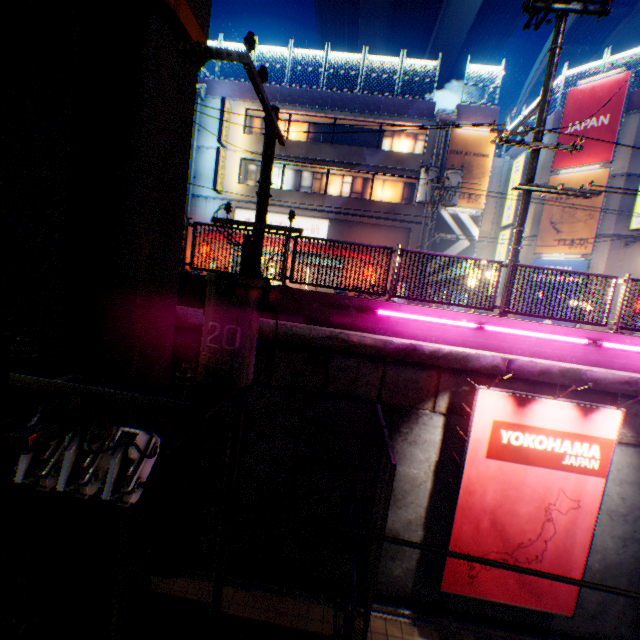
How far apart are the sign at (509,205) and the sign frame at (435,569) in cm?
1662

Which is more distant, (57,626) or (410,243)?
(410,243)

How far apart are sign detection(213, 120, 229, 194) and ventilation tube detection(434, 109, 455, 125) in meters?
12.7 m

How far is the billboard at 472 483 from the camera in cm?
612

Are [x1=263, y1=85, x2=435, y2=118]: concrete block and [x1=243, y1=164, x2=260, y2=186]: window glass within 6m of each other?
yes

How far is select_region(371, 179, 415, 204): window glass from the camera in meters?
20.4

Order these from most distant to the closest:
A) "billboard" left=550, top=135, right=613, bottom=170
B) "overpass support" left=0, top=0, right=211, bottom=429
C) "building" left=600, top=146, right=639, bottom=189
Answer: "billboard" left=550, top=135, right=613, bottom=170 < "building" left=600, top=146, right=639, bottom=189 < "overpass support" left=0, top=0, right=211, bottom=429
